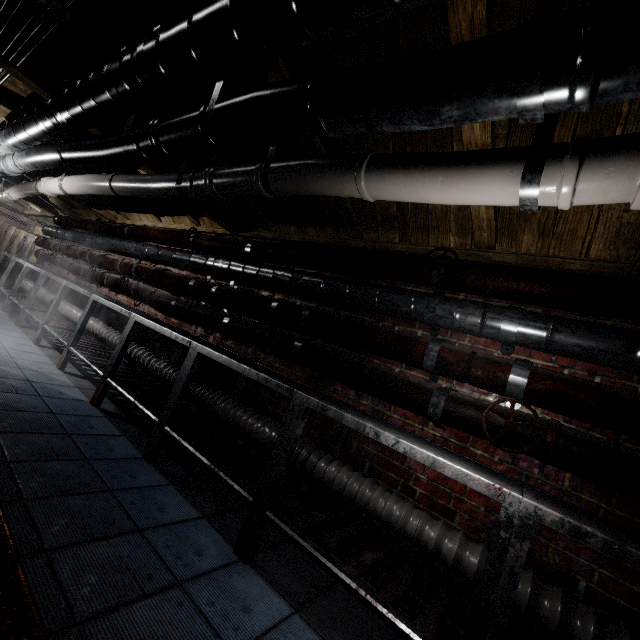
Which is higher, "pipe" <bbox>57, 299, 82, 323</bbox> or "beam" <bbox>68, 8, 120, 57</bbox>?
"beam" <bbox>68, 8, 120, 57</bbox>

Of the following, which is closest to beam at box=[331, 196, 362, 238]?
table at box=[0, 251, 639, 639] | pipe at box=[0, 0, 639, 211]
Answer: pipe at box=[0, 0, 639, 211]

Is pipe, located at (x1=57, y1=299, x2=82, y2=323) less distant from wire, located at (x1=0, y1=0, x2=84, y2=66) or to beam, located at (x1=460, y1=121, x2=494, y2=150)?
beam, located at (x1=460, y1=121, x2=494, y2=150)

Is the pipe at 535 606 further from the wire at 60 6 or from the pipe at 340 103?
the wire at 60 6

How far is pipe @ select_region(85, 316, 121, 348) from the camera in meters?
3.7

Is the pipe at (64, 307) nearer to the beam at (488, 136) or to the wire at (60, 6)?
the beam at (488, 136)

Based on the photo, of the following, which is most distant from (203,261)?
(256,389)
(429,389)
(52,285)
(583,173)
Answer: (52,285)

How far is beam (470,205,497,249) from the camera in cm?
173
